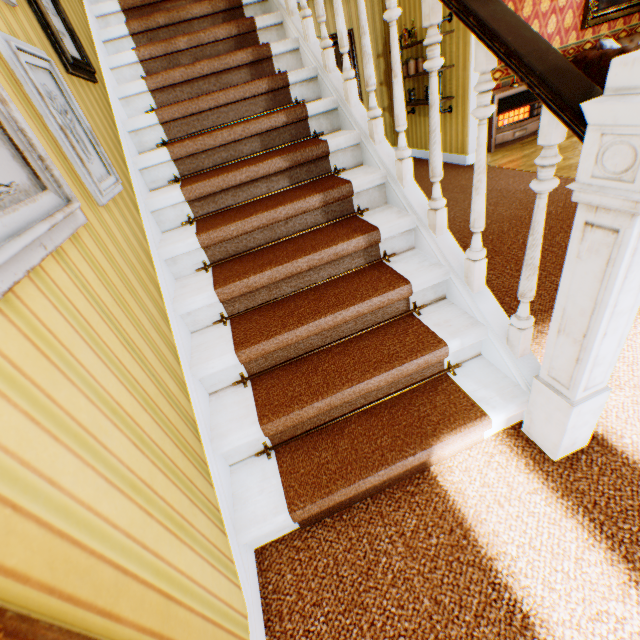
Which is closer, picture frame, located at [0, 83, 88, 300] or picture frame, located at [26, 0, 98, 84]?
picture frame, located at [0, 83, 88, 300]

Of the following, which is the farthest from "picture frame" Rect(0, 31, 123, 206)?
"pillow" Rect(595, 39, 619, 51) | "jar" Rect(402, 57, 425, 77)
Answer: "pillow" Rect(595, 39, 619, 51)

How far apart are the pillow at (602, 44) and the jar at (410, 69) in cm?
292

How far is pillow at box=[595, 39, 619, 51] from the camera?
5.4 meters

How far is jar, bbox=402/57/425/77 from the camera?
5.59m

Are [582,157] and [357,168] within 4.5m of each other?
yes

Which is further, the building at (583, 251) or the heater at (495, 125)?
the heater at (495, 125)

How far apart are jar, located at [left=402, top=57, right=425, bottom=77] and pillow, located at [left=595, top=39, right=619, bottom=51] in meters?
2.9 m
